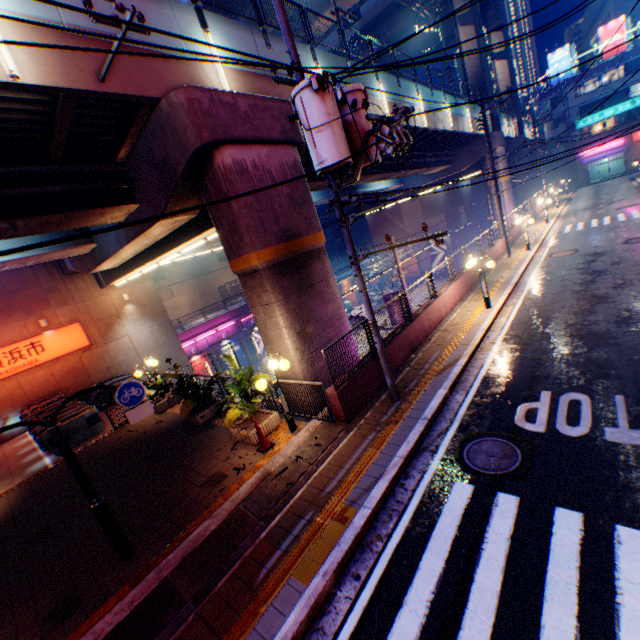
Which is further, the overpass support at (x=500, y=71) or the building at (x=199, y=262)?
the building at (x=199, y=262)

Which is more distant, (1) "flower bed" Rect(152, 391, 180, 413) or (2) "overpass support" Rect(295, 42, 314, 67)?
(1) "flower bed" Rect(152, 391, 180, 413)

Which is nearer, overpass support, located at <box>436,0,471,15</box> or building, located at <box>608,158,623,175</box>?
overpass support, located at <box>436,0,471,15</box>

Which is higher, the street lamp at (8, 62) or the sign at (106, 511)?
the street lamp at (8, 62)

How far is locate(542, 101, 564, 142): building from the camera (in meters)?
50.03

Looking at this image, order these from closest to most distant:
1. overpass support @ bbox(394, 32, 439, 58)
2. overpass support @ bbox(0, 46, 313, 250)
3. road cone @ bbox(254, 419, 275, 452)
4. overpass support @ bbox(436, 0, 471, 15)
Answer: overpass support @ bbox(0, 46, 313, 250) < road cone @ bbox(254, 419, 275, 452) < overpass support @ bbox(436, 0, 471, 15) < overpass support @ bbox(394, 32, 439, 58)

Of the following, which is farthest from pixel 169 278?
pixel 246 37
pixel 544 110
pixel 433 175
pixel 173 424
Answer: pixel 544 110

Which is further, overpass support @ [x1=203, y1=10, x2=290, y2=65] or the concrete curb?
overpass support @ [x1=203, y1=10, x2=290, y2=65]
